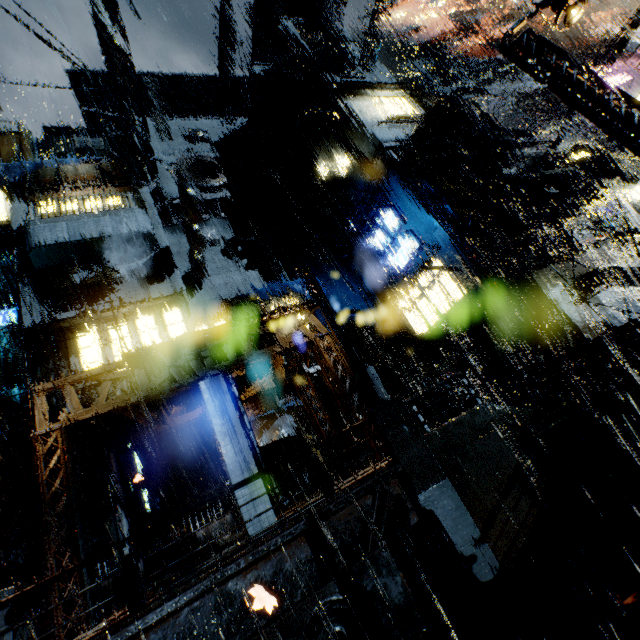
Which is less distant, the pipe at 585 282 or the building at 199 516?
the building at 199 516

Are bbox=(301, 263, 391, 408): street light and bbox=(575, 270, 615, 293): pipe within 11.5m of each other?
no

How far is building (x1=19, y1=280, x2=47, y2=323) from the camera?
16.9 meters

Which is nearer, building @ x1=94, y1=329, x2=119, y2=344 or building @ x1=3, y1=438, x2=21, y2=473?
building @ x1=3, y1=438, x2=21, y2=473

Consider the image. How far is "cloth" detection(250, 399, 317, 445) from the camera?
18.1m

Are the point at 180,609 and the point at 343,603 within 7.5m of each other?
yes

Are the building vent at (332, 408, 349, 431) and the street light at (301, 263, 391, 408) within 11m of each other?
yes

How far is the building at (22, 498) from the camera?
16.0 meters
